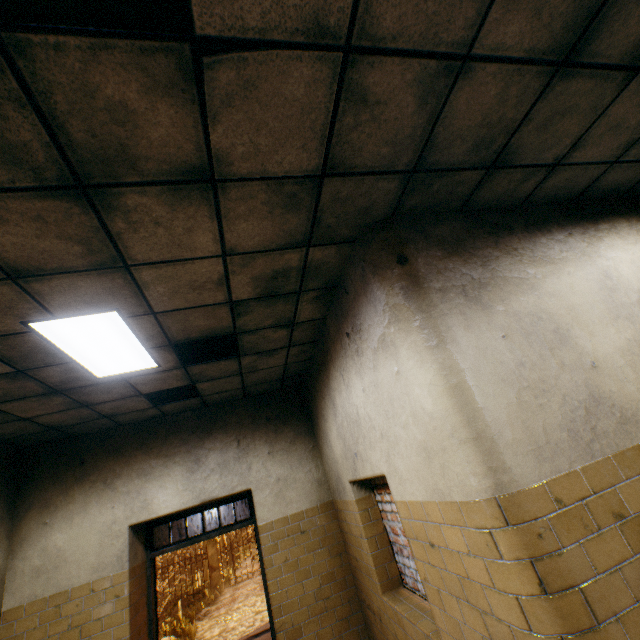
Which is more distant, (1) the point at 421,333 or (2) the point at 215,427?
(2) the point at 215,427

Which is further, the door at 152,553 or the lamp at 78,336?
the door at 152,553

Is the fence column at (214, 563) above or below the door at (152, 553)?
below

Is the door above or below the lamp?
below

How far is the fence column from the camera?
17.6m

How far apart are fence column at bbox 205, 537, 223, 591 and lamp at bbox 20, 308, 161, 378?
19.4m

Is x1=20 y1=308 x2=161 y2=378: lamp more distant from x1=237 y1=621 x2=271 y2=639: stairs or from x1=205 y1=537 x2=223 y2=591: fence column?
x1=205 y1=537 x2=223 y2=591: fence column

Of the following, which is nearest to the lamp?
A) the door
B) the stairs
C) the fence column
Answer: the door
